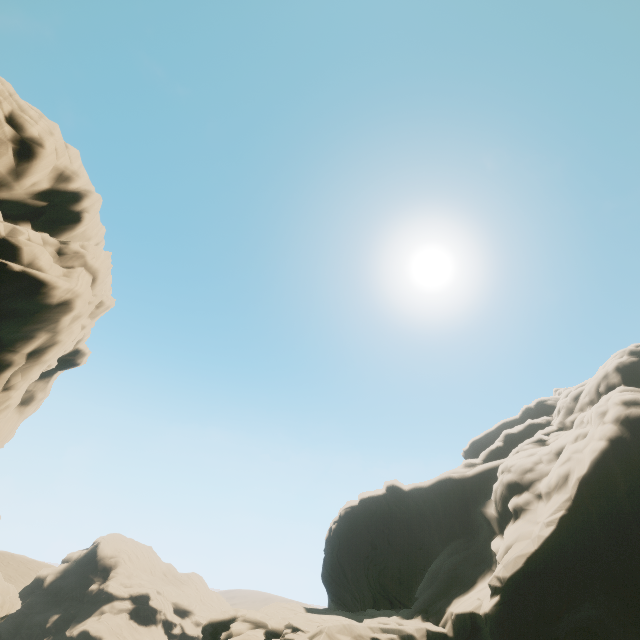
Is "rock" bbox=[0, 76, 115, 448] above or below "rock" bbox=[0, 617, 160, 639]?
above

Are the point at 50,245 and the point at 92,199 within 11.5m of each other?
yes

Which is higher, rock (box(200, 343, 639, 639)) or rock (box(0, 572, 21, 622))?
rock (box(200, 343, 639, 639))

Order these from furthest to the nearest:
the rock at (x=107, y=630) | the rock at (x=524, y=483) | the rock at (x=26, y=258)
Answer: the rock at (x=107, y=630) < the rock at (x=26, y=258) < the rock at (x=524, y=483)

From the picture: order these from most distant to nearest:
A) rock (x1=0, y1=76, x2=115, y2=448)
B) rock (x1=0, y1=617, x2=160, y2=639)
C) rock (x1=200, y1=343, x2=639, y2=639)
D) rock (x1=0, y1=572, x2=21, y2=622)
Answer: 1. rock (x1=0, y1=617, x2=160, y2=639)
2. rock (x1=0, y1=572, x2=21, y2=622)
3. rock (x1=0, y1=76, x2=115, y2=448)
4. rock (x1=200, y1=343, x2=639, y2=639)

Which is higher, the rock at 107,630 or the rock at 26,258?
the rock at 26,258

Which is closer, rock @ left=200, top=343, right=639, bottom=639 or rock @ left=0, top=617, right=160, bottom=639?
rock @ left=200, top=343, right=639, bottom=639
